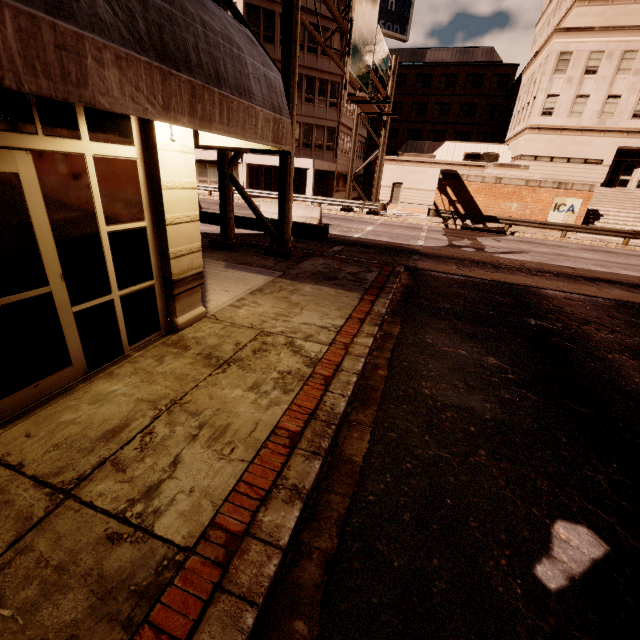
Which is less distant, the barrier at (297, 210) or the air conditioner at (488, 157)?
the barrier at (297, 210)

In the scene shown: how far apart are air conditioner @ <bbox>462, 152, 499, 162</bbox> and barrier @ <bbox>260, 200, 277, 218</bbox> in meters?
23.8

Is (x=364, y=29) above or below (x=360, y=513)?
above

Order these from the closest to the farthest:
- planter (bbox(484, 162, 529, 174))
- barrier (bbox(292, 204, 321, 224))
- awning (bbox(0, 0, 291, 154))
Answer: awning (bbox(0, 0, 291, 154)) < barrier (bbox(292, 204, 321, 224)) < planter (bbox(484, 162, 529, 174))

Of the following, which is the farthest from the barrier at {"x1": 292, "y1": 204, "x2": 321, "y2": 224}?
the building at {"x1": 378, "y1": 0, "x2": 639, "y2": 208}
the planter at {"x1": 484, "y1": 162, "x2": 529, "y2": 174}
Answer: the building at {"x1": 378, "y1": 0, "x2": 639, "y2": 208}

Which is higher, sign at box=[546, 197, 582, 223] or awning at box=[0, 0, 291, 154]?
awning at box=[0, 0, 291, 154]

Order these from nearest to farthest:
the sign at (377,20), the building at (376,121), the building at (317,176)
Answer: the sign at (377,20), the building at (317,176), the building at (376,121)

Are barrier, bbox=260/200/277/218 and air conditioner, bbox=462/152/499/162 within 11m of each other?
no
